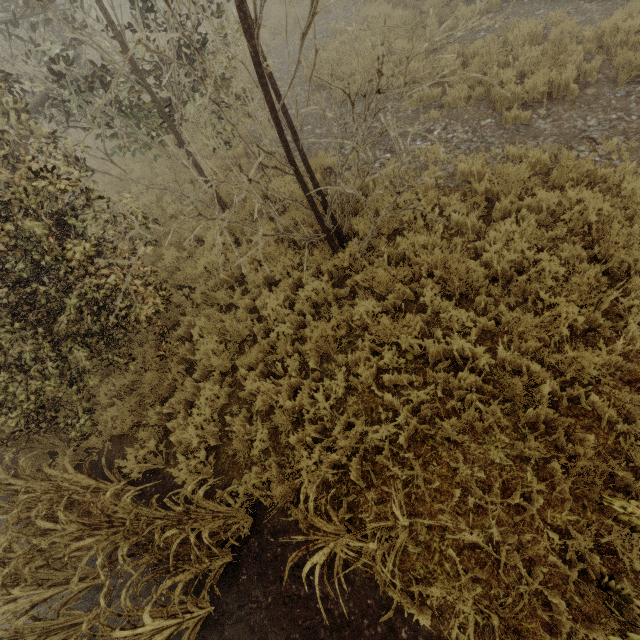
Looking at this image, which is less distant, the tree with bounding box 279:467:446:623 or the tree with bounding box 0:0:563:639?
the tree with bounding box 279:467:446:623

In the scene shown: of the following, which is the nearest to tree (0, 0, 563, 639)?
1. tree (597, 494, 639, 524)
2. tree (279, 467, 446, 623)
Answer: tree (279, 467, 446, 623)

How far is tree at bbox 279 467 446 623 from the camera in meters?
2.6 m

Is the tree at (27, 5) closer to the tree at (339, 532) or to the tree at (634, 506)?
the tree at (339, 532)

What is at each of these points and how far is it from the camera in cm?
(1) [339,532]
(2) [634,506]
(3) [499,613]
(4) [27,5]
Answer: (1) tree, 371
(2) tree, 259
(3) tree, 286
(4) tree, 653

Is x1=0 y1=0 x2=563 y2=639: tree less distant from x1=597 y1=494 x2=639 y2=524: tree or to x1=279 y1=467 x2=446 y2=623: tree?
x1=279 y1=467 x2=446 y2=623: tree
